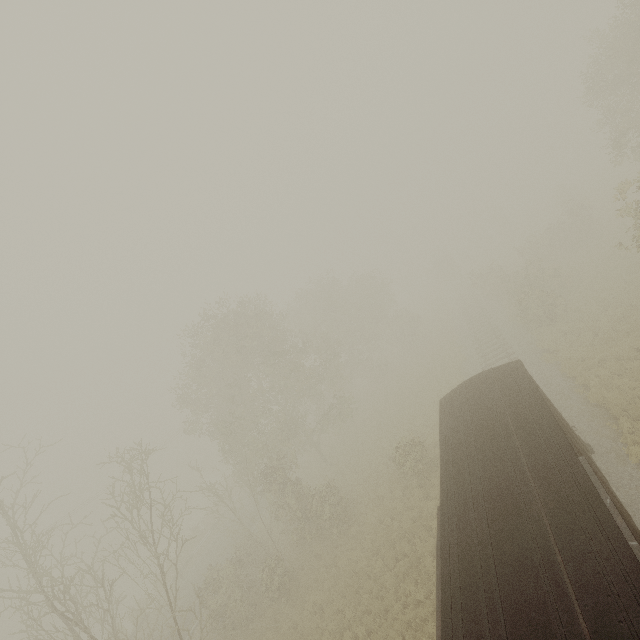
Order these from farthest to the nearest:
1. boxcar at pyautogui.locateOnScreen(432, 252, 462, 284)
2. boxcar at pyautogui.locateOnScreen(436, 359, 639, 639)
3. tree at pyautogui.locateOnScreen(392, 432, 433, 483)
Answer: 1. boxcar at pyautogui.locateOnScreen(432, 252, 462, 284)
2. tree at pyautogui.locateOnScreen(392, 432, 433, 483)
3. boxcar at pyautogui.locateOnScreen(436, 359, 639, 639)

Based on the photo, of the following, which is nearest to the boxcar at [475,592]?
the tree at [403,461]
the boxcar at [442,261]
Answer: the tree at [403,461]

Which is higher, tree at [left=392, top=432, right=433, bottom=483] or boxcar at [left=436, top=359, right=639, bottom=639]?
boxcar at [left=436, top=359, right=639, bottom=639]

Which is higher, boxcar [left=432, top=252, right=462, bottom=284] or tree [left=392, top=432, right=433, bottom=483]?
boxcar [left=432, top=252, right=462, bottom=284]

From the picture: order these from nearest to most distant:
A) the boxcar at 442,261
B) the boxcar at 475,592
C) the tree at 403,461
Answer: the boxcar at 475,592 < the tree at 403,461 < the boxcar at 442,261

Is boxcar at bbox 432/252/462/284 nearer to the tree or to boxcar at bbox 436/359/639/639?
the tree

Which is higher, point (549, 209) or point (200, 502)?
point (549, 209)
